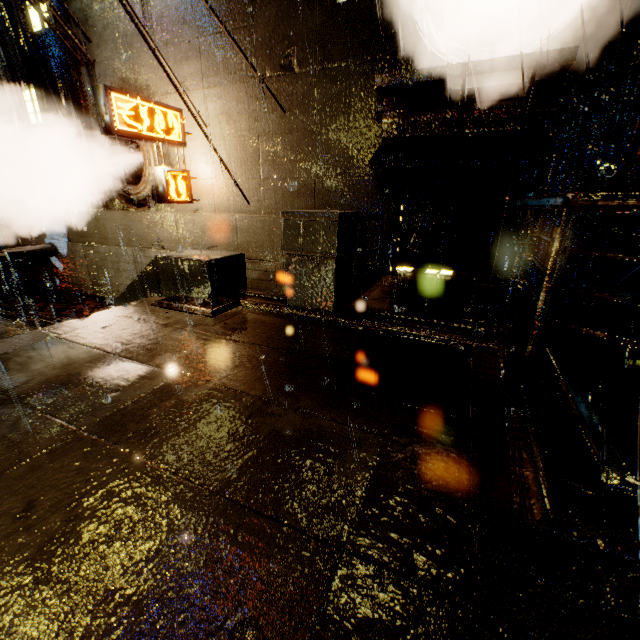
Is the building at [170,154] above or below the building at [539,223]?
above

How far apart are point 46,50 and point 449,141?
11.74m

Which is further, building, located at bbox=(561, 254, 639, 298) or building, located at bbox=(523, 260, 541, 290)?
building, located at bbox=(523, 260, 541, 290)

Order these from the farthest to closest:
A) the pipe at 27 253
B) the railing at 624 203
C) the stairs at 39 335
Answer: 1. the pipe at 27 253
2. the stairs at 39 335
3. the railing at 624 203

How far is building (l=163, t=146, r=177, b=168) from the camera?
8.6 meters

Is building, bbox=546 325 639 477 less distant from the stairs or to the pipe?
the pipe

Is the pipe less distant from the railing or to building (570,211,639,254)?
building (570,211,639,254)

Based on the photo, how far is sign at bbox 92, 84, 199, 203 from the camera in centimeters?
635cm
